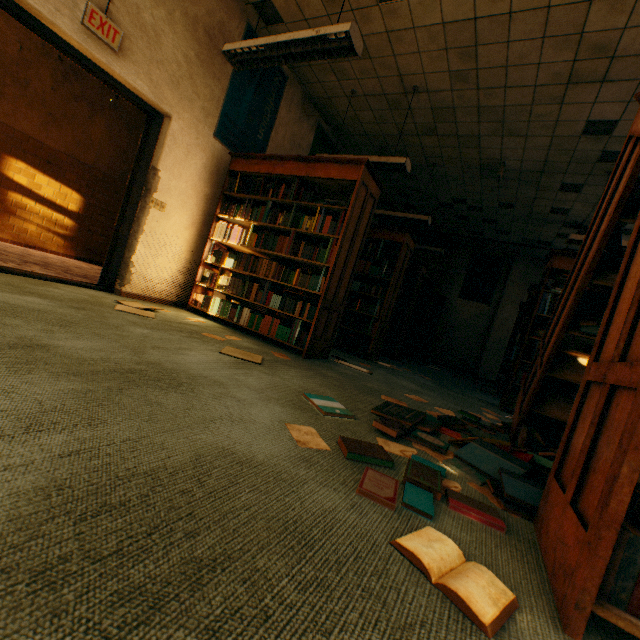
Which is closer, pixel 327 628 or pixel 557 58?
pixel 327 628

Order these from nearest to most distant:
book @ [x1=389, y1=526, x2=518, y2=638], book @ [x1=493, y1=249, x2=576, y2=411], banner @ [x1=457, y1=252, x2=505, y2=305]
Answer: book @ [x1=389, y1=526, x2=518, y2=638] < book @ [x1=493, y1=249, x2=576, y2=411] < banner @ [x1=457, y1=252, x2=505, y2=305]

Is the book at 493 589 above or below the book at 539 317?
below

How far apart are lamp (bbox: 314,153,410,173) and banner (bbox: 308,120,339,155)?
0.8m

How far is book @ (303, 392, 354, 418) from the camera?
1.8 meters

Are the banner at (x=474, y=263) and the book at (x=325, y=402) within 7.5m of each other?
no

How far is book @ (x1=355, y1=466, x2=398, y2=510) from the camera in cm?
106

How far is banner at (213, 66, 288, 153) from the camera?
4.3 meters
